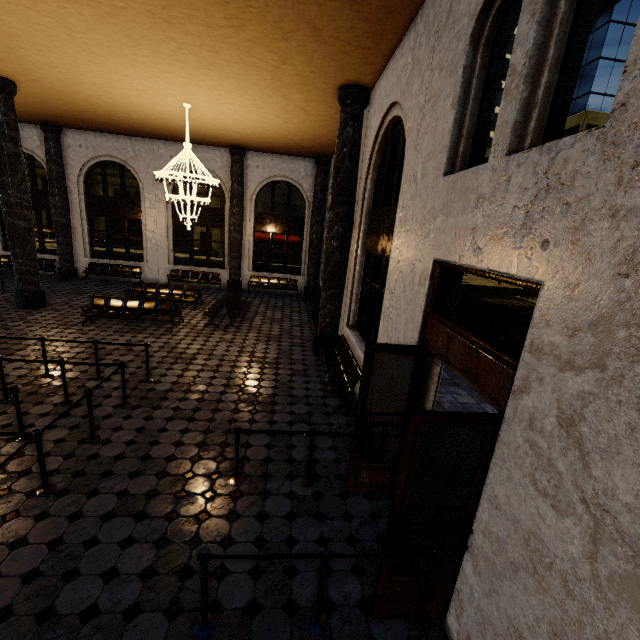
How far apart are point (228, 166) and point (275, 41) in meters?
10.3 m
